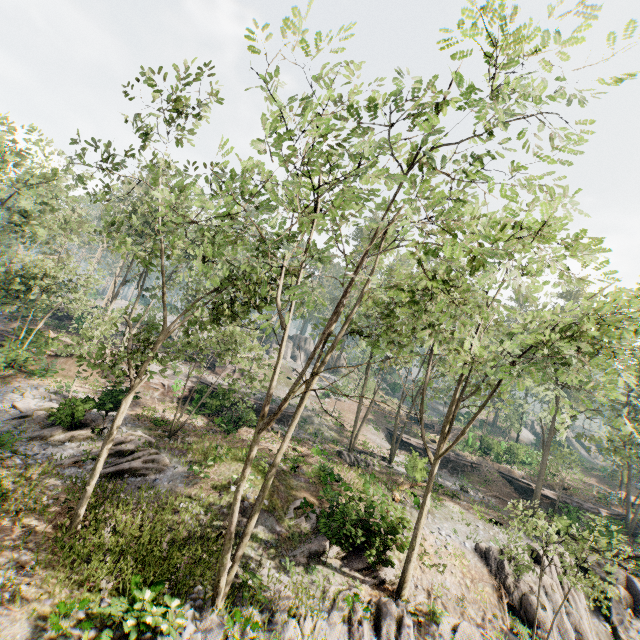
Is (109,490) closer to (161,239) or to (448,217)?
(161,239)

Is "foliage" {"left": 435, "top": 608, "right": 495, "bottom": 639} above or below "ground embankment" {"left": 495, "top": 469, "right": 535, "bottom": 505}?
below

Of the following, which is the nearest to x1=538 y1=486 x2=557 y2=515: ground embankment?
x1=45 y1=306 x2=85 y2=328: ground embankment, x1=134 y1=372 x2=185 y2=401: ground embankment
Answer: x1=134 y1=372 x2=185 y2=401: ground embankment

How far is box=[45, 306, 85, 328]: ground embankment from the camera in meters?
37.7

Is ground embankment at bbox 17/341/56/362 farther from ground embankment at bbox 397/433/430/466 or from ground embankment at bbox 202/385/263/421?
ground embankment at bbox 397/433/430/466

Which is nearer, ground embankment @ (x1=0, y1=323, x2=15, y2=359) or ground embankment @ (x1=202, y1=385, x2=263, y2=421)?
ground embankment @ (x1=0, y1=323, x2=15, y2=359)

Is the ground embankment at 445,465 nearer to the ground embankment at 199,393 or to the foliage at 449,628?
the ground embankment at 199,393

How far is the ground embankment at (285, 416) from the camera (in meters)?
33.13
